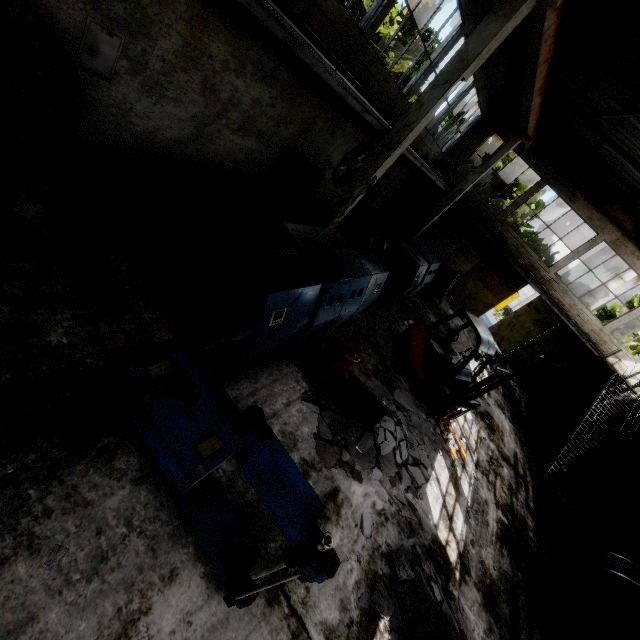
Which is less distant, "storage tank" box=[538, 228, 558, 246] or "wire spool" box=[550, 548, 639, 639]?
"wire spool" box=[550, 548, 639, 639]

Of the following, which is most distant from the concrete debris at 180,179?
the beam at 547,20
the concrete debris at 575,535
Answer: the concrete debris at 575,535

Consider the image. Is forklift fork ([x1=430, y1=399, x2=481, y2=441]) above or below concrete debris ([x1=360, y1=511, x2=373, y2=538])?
above

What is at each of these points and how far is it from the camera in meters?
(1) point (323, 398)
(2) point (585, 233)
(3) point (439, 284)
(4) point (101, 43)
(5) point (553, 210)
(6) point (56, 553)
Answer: (1) concrete debris, 6.5
(2) storage tank, 56.1
(3) wire spool, 15.2
(4) power box, 5.3
(5) storage tank, 58.6
(6) concrete debris, 2.8

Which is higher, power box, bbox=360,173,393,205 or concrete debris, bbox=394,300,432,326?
power box, bbox=360,173,393,205

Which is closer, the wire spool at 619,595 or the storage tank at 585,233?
the wire spool at 619,595

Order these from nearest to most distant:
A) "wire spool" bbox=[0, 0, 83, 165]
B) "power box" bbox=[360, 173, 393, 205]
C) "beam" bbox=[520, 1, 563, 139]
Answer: "wire spool" bbox=[0, 0, 83, 165], "beam" bbox=[520, 1, 563, 139], "power box" bbox=[360, 173, 393, 205]

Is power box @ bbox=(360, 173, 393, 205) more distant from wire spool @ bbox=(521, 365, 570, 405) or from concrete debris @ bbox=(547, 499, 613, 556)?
concrete debris @ bbox=(547, 499, 613, 556)
